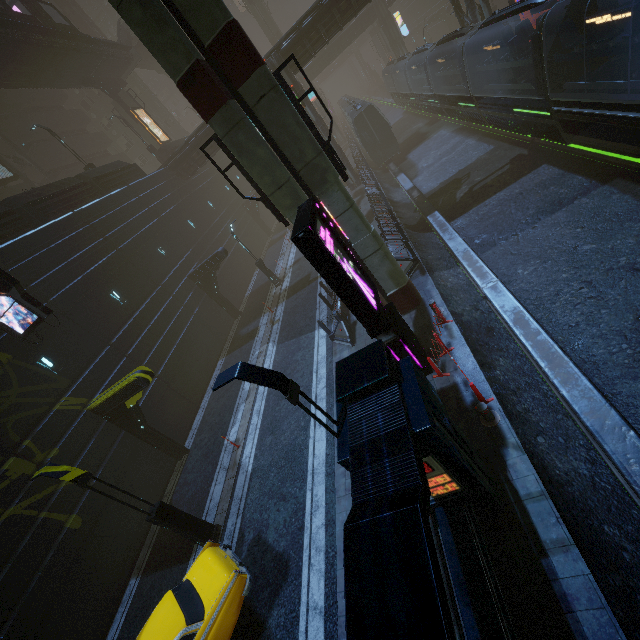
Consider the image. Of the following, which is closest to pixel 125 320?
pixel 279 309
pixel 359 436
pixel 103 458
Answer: pixel 103 458

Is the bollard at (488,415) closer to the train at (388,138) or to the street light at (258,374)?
the street light at (258,374)

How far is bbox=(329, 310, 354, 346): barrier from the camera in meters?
13.5

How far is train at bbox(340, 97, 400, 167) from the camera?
27.94m

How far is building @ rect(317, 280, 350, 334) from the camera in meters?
14.3

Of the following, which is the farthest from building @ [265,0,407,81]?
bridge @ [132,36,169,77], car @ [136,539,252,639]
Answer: car @ [136,539,252,639]

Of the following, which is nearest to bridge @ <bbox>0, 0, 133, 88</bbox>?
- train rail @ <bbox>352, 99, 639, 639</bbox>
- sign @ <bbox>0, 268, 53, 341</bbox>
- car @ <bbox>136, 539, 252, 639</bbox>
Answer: sign @ <bbox>0, 268, 53, 341</bbox>

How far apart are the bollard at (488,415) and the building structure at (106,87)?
43.9 meters
